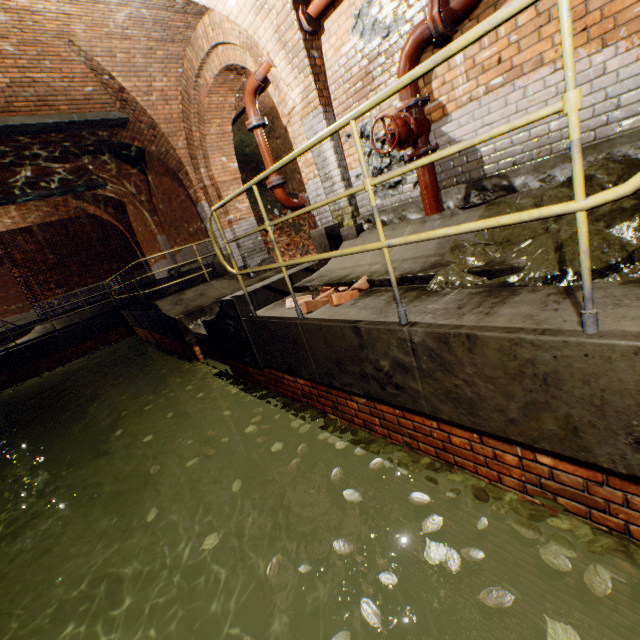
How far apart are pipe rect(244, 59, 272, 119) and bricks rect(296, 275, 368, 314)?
3.6 meters

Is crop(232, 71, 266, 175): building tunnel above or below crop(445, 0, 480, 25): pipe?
above

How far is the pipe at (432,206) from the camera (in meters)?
3.75

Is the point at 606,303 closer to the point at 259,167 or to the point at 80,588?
the point at 80,588

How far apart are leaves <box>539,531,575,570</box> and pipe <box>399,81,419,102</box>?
3.6 meters

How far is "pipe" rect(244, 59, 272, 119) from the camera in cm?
493

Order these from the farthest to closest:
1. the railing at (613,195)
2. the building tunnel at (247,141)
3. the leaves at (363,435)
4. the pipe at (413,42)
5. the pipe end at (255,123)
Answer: the building tunnel at (247,141)
the pipe end at (255,123)
the pipe at (413,42)
the leaves at (363,435)
the railing at (613,195)

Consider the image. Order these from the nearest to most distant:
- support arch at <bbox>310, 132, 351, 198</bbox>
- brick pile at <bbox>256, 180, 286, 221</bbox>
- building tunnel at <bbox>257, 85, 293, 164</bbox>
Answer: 1. support arch at <bbox>310, 132, 351, 198</bbox>
2. building tunnel at <bbox>257, 85, 293, 164</bbox>
3. brick pile at <bbox>256, 180, 286, 221</bbox>
